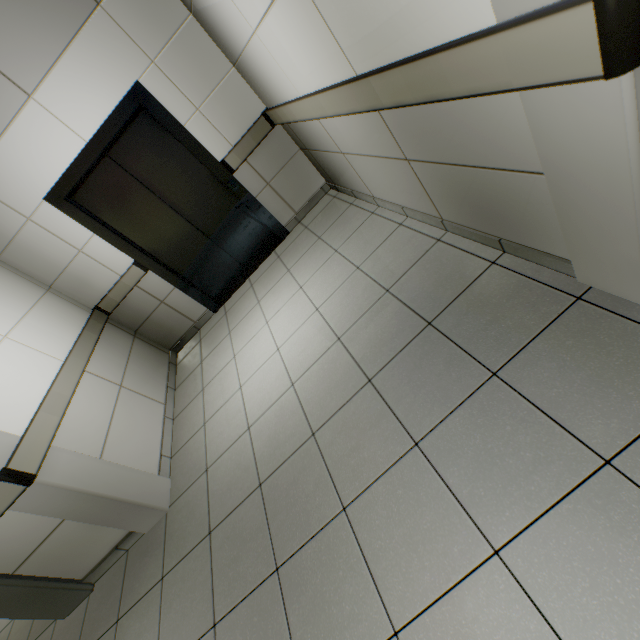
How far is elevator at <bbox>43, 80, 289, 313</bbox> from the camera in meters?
3.1

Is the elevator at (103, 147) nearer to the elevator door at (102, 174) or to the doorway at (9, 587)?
the elevator door at (102, 174)

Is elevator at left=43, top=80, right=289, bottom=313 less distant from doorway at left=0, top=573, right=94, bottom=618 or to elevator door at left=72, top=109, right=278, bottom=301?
elevator door at left=72, top=109, right=278, bottom=301

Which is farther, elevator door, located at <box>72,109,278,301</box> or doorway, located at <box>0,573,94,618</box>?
elevator door, located at <box>72,109,278,301</box>

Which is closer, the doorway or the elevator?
the doorway

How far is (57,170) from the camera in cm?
317

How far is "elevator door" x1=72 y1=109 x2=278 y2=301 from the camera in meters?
3.4 m

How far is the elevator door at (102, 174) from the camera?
3.4 meters
